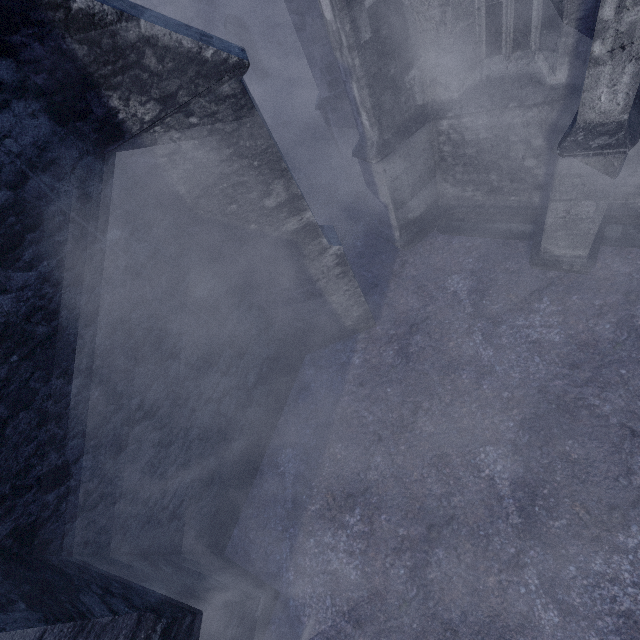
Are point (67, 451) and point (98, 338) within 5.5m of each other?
yes
